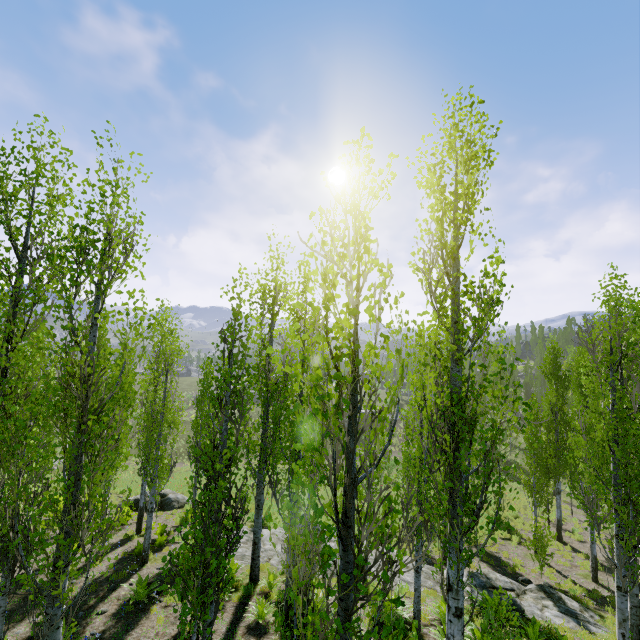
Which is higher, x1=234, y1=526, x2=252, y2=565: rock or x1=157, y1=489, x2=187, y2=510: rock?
x1=234, y1=526, x2=252, y2=565: rock

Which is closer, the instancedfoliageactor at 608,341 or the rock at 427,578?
the instancedfoliageactor at 608,341

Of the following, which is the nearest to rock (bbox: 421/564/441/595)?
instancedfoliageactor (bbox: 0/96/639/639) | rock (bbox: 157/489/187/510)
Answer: instancedfoliageactor (bbox: 0/96/639/639)

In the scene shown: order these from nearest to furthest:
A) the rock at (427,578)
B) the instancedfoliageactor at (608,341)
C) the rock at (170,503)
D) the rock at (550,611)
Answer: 1. the instancedfoliageactor at (608,341)
2. the rock at (550,611)
3. the rock at (427,578)
4. the rock at (170,503)

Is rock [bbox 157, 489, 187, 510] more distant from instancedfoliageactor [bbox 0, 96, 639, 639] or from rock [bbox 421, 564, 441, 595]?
rock [bbox 421, 564, 441, 595]

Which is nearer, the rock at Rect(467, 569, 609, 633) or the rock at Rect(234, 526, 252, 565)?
the rock at Rect(467, 569, 609, 633)

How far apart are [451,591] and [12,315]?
8.6 meters
